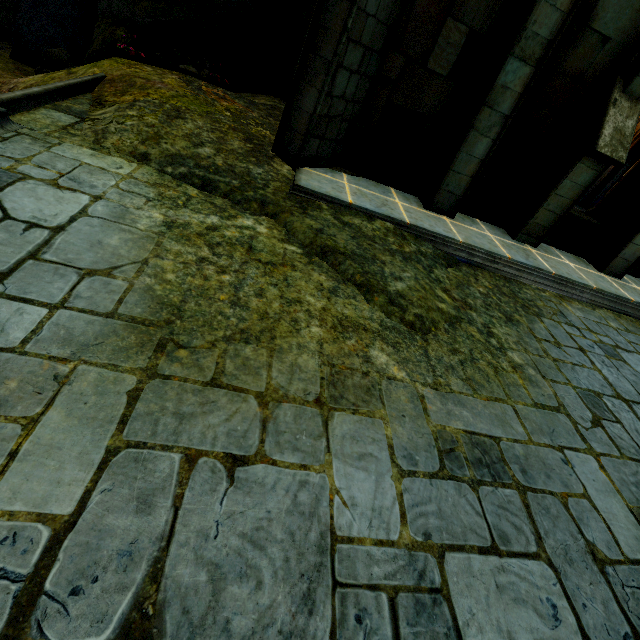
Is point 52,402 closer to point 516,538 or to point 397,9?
point 516,538

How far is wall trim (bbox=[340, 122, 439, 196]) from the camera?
6.3 meters

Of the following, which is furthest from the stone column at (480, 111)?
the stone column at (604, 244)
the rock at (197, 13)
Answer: the rock at (197, 13)

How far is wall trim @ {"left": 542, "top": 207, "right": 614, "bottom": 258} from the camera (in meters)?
7.50

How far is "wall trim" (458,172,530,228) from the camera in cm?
691

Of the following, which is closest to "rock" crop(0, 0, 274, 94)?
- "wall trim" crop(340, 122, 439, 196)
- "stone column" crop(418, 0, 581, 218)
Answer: "wall trim" crop(340, 122, 439, 196)

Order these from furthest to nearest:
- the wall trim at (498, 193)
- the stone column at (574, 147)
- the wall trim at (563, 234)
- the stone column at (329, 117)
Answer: the wall trim at (563, 234) < the wall trim at (498, 193) < the stone column at (574, 147) < the stone column at (329, 117)

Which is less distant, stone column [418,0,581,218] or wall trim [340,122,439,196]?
stone column [418,0,581,218]
